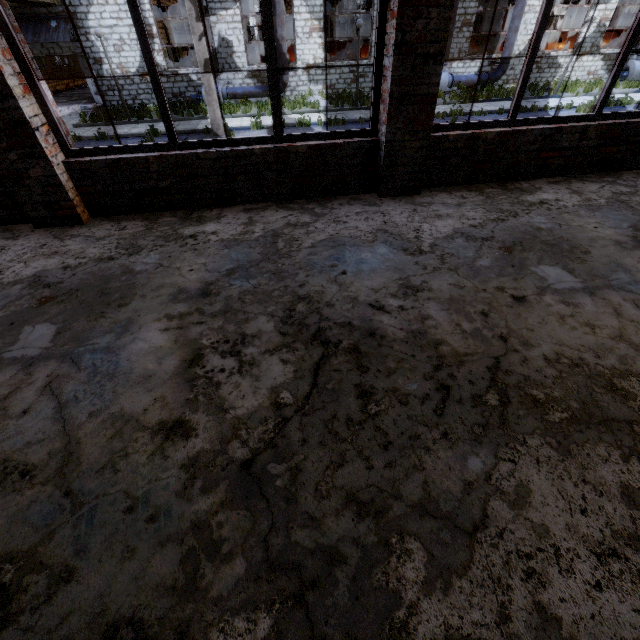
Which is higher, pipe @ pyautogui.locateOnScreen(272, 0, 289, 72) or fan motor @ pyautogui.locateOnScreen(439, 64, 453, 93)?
pipe @ pyautogui.locateOnScreen(272, 0, 289, 72)

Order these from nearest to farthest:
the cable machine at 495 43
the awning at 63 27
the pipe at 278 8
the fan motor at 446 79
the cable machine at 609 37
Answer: the awning at 63 27 → the pipe at 278 8 → the fan motor at 446 79 → the cable machine at 495 43 → the cable machine at 609 37

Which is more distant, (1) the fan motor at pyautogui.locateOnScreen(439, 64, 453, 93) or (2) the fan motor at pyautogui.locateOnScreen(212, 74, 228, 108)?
(1) the fan motor at pyautogui.locateOnScreen(439, 64, 453, 93)

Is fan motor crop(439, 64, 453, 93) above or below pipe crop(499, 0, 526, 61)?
below

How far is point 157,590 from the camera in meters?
1.3

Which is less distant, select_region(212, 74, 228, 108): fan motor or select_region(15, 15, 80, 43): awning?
select_region(15, 15, 80, 43): awning

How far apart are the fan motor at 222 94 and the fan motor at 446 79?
11.3 meters

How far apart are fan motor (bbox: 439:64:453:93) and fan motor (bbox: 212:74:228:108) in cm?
1131
